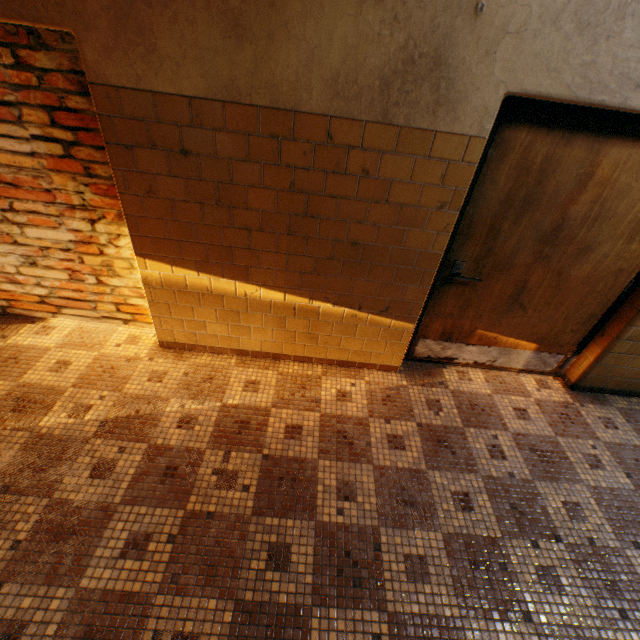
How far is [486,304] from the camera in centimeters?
278cm
